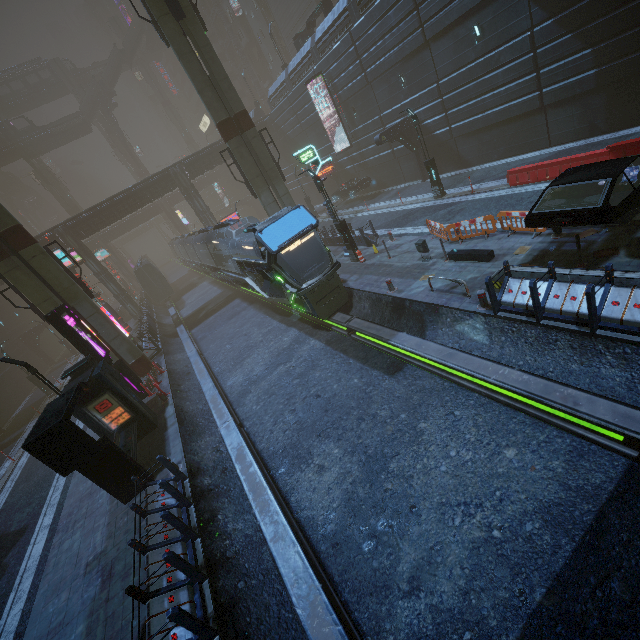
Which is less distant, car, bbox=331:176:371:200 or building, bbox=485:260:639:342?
building, bbox=485:260:639:342

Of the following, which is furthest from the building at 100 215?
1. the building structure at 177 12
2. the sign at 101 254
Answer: the building structure at 177 12

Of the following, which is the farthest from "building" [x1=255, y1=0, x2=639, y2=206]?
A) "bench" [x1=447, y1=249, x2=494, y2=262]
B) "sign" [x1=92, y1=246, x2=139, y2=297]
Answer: "bench" [x1=447, y1=249, x2=494, y2=262]

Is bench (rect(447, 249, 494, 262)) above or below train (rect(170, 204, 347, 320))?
below

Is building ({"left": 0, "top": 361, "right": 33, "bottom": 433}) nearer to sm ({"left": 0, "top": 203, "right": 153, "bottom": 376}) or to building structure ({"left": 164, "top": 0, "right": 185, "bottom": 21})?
sm ({"left": 0, "top": 203, "right": 153, "bottom": 376})

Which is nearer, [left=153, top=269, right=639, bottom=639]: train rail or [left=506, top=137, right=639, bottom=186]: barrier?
[left=153, top=269, right=639, bottom=639]: train rail

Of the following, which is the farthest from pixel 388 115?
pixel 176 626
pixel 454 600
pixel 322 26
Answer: pixel 176 626

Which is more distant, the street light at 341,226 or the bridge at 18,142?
the bridge at 18,142
